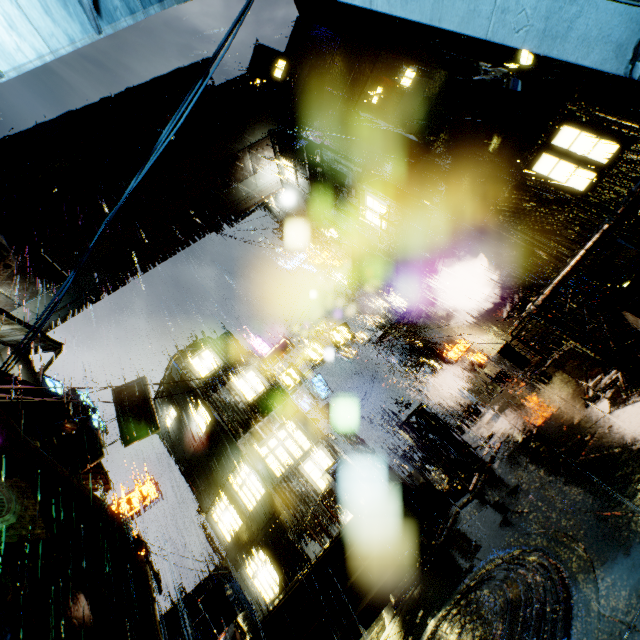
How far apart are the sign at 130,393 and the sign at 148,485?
10.2 meters

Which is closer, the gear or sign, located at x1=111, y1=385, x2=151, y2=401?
the gear

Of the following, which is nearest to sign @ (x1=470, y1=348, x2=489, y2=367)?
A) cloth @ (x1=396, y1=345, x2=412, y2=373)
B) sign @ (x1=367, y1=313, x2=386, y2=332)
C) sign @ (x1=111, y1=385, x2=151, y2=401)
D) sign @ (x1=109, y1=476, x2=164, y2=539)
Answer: cloth @ (x1=396, y1=345, x2=412, y2=373)

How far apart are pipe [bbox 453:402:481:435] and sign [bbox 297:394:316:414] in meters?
9.7 m

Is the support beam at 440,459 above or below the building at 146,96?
below

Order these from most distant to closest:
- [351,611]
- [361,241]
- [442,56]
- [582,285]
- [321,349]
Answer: [361,241], [321,349], [442,56], [582,285], [351,611]

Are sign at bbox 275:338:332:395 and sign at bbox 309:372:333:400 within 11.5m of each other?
yes

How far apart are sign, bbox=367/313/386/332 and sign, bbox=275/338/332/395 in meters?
9.6
